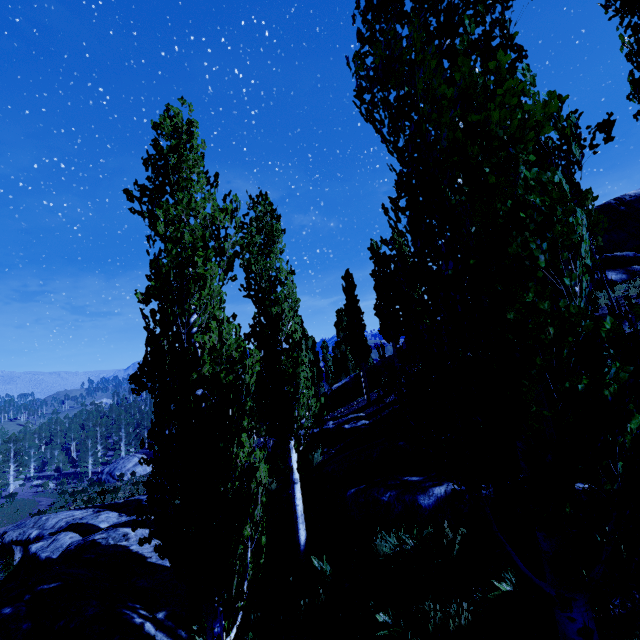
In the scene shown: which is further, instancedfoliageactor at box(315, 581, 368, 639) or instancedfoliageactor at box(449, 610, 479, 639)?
instancedfoliageactor at box(315, 581, 368, 639)

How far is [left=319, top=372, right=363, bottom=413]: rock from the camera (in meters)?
21.78

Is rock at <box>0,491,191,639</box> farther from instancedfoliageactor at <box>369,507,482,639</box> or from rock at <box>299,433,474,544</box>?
rock at <box>299,433,474,544</box>

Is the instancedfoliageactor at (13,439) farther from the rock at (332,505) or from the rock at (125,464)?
the rock at (125,464)

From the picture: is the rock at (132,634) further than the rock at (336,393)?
No

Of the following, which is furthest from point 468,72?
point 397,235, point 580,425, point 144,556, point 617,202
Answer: point 617,202

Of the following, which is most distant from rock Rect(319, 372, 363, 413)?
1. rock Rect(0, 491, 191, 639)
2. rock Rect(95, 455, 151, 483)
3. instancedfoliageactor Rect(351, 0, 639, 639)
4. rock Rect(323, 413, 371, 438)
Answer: rock Rect(95, 455, 151, 483)

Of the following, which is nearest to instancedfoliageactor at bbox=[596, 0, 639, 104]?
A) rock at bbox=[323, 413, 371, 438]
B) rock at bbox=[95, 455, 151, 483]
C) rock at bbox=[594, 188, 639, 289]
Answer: rock at bbox=[323, 413, 371, 438]
